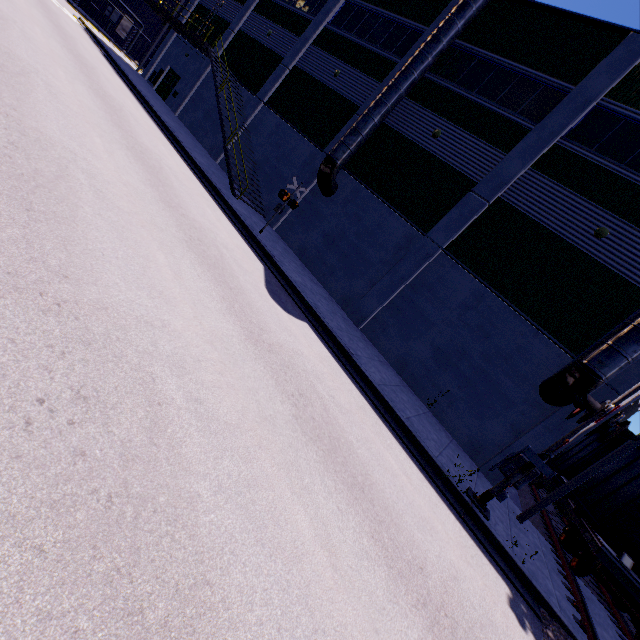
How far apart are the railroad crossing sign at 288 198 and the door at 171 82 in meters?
21.7

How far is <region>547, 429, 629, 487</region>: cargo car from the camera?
14.87m

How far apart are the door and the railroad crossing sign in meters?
21.7

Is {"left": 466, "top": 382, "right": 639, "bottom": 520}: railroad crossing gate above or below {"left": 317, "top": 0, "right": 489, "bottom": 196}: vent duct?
below

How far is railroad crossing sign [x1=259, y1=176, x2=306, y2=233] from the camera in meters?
13.4 m

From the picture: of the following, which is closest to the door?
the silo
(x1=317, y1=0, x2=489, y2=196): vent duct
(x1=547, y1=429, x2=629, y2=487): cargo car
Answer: the silo

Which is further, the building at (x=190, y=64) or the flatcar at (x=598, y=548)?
the building at (x=190, y=64)

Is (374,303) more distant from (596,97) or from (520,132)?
(596,97)
